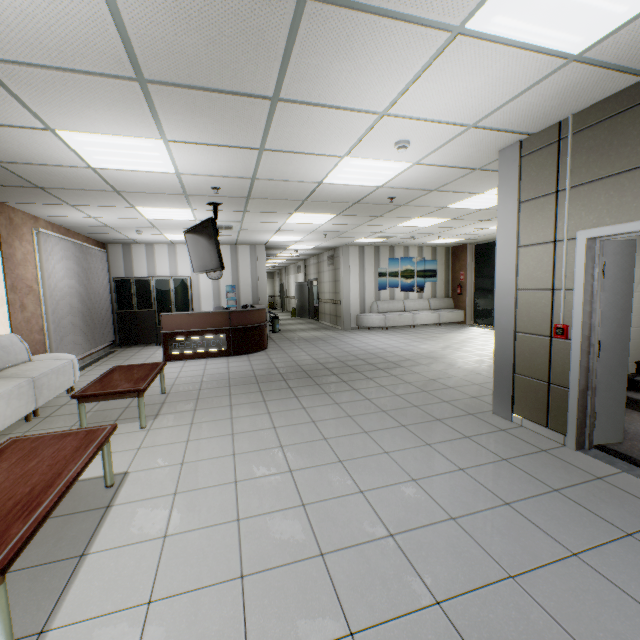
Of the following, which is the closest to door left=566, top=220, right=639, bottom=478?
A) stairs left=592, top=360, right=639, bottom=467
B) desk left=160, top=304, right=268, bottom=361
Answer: stairs left=592, top=360, right=639, bottom=467

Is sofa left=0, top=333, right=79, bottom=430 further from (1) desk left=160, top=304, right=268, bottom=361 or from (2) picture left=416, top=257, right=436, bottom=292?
(2) picture left=416, top=257, right=436, bottom=292

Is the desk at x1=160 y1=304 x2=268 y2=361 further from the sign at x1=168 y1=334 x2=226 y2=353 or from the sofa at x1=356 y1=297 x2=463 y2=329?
the sofa at x1=356 y1=297 x2=463 y2=329

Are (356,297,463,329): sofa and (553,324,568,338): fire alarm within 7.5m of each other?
no

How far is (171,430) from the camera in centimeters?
398cm

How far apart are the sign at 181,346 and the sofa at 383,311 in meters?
5.8 m

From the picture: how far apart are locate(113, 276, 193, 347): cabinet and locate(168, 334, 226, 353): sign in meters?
2.8

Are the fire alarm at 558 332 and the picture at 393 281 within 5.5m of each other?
no
